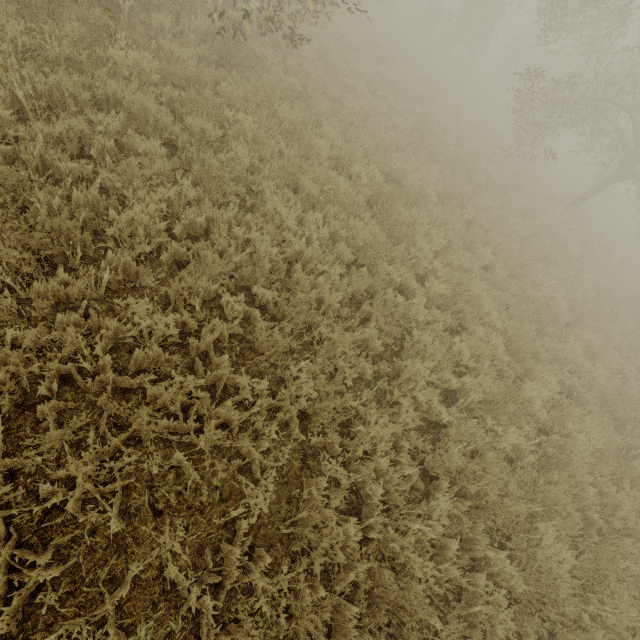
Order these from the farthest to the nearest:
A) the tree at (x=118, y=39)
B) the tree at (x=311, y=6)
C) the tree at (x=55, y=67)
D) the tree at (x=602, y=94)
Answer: the tree at (x=602, y=94)
the tree at (x=311, y=6)
the tree at (x=118, y=39)
the tree at (x=55, y=67)

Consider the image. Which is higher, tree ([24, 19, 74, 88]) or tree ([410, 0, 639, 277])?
tree ([410, 0, 639, 277])

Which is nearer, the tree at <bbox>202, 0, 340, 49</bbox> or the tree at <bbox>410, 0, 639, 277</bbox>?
the tree at <bbox>202, 0, 340, 49</bbox>

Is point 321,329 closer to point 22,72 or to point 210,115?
point 210,115

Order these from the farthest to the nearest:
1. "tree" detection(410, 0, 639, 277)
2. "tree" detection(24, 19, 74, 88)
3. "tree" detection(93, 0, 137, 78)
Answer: "tree" detection(410, 0, 639, 277), "tree" detection(93, 0, 137, 78), "tree" detection(24, 19, 74, 88)

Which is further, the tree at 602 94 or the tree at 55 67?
the tree at 602 94

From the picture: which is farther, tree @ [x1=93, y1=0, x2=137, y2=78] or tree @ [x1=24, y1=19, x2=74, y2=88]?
tree @ [x1=93, y1=0, x2=137, y2=78]

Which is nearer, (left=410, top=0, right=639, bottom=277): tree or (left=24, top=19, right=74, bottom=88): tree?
(left=24, top=19, right=74, bottom=88): tree
